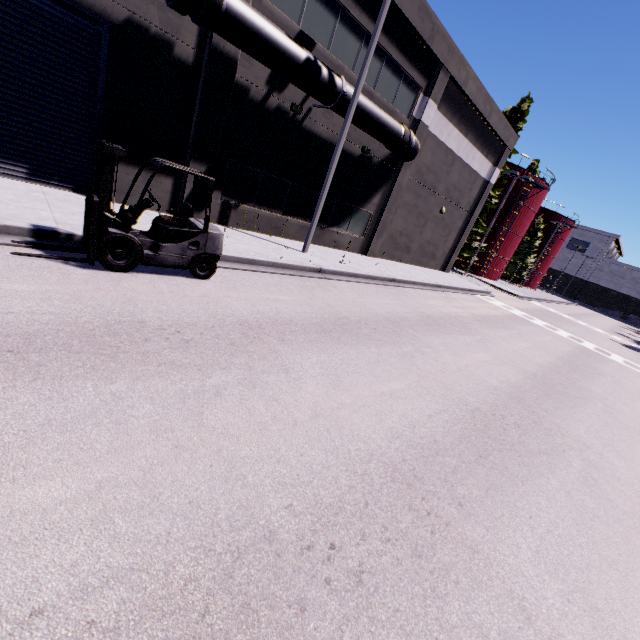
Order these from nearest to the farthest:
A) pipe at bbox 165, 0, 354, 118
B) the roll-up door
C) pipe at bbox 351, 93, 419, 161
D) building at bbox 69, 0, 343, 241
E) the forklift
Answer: the forklift
the roll-up door
pipe at bbox 165, 0, 354, 118
building at bbox 69, 0, 343, 241
pipe at bbox 351, 93, 419, 161

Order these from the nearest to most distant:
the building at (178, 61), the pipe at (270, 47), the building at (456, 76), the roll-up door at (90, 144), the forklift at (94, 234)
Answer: the forklift at (94, 234)
the roll-up door at (90, 144)
the pipe at (270, 47)
the building at (178, 61)
the building at (456, 76)

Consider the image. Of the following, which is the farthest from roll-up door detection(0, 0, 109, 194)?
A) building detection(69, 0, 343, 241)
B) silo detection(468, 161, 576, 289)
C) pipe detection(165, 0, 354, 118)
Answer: silo detection(468, 161, 576, 289)

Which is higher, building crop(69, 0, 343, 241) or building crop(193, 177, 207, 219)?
building crop(69, 0, 343, 241)

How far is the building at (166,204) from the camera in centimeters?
1060cm

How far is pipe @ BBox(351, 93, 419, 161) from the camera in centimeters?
1268cm

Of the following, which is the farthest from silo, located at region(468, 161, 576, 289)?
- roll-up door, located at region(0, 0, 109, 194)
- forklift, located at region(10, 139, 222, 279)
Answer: forklift, located at region(10, 139, 222, 279)

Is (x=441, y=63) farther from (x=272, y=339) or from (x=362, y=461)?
(x=362, y=461)
